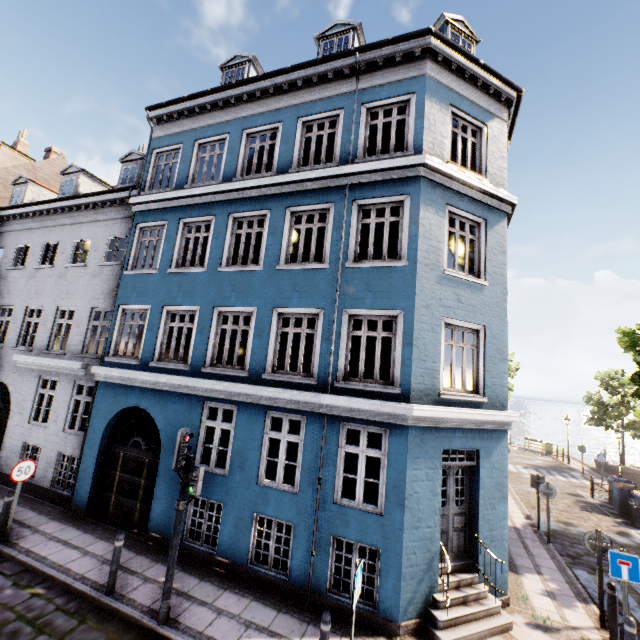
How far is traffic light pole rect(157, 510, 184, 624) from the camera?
6.0 meters

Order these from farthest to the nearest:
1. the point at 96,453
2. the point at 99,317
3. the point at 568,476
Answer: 1. the point at 568,476
2. the point at 99,317
3. the point at 96,453

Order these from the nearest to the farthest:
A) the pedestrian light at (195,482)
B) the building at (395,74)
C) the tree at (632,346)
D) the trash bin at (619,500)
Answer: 1. the pedestrian light at (195,482)
2. the building at (395,74)
3. the tree at (632,346)
4. the trash bin at (619,500)

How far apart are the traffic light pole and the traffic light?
0.5 meters

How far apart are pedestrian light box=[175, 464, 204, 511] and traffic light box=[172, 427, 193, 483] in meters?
0.1 m

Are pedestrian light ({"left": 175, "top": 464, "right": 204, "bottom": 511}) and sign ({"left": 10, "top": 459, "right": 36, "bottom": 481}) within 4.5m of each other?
no

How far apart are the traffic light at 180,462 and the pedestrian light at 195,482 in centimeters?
6cm

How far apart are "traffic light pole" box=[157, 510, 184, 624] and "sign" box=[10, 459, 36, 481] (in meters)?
5.12
